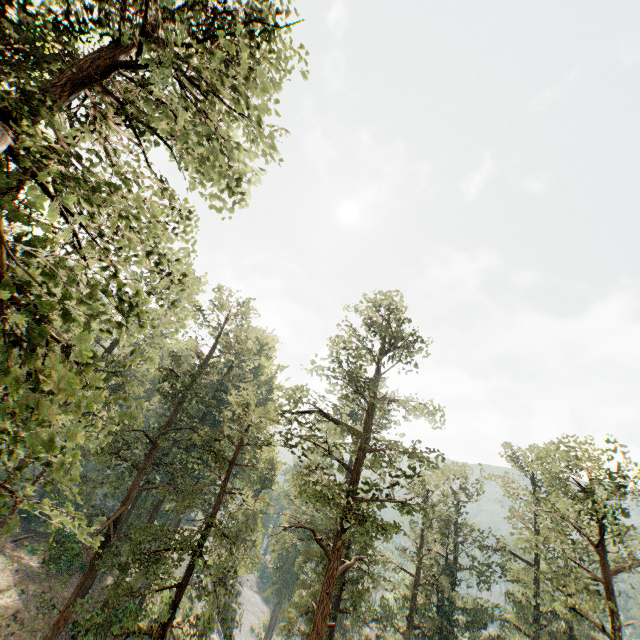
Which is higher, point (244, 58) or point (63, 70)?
point (63, 70)
